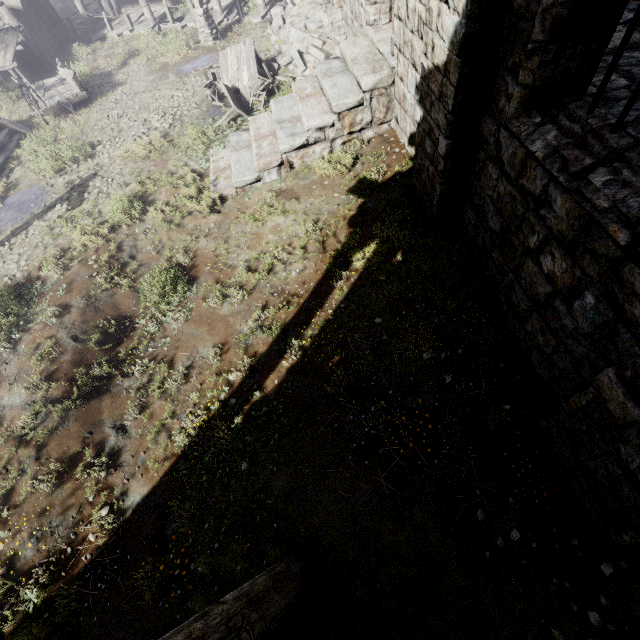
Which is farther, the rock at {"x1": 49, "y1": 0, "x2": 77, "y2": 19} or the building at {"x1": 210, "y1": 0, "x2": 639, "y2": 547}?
the rock at {"x1": 49, "y1": 0, "x2": 77, "y2": 19}

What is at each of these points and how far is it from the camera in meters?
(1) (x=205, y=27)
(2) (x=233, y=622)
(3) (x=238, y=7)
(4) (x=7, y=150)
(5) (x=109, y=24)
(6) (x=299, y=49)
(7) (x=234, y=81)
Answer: (1) wooden lamp post, 14.4 m
(2) building, 2.2 m
(3) building, 15.3 m
(4) stairs, 12.2 m
(5) building, 17.9 m
(6) rubble, 11.4 m
(7) broken furniture, 11.3 m

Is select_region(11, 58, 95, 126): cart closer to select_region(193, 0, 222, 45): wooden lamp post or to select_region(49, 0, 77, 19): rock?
select_region(193, 0, 222, 45): wooden lamp post

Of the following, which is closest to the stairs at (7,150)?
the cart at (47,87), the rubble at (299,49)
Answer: the cart at (47,87)

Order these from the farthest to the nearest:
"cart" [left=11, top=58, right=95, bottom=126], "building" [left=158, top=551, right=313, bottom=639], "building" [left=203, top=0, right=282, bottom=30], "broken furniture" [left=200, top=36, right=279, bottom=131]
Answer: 1. "building" [left=203, top=0, right=282, bottom=30]
2. "cart" [left=11, top=58, right=95, bottom=126]
3. "broken furniture" [left=200, top=36, right=279, bottom=131]
4. "building" [left=158, top=551, right=313, bottom=639]

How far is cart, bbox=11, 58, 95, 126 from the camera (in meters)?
12.95

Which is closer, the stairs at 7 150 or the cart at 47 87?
the stairs at 7 150

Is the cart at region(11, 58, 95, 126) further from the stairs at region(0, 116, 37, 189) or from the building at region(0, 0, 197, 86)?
the building at region(0, 0, 197, 86)
